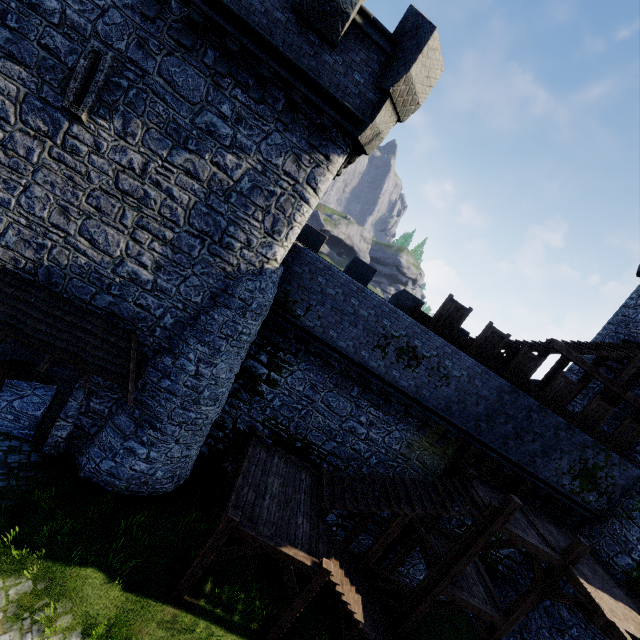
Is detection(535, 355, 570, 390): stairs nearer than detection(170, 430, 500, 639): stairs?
No

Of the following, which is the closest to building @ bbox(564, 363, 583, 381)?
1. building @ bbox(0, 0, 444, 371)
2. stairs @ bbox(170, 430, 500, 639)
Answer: stairs @ bbox(170, 430, 500, 639)

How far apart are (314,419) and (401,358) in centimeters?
455cm

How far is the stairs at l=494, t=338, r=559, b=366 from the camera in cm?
1432

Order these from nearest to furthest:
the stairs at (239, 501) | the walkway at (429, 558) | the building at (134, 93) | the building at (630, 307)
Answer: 1. the building at (134, 93)
2. the stairs at (239, 501)
3. the walkway at (429, 558)
4. the building at (630, 307)

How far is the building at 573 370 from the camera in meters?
19.6

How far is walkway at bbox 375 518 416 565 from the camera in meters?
14.1 m

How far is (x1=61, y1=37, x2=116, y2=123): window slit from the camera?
8.1 meters
